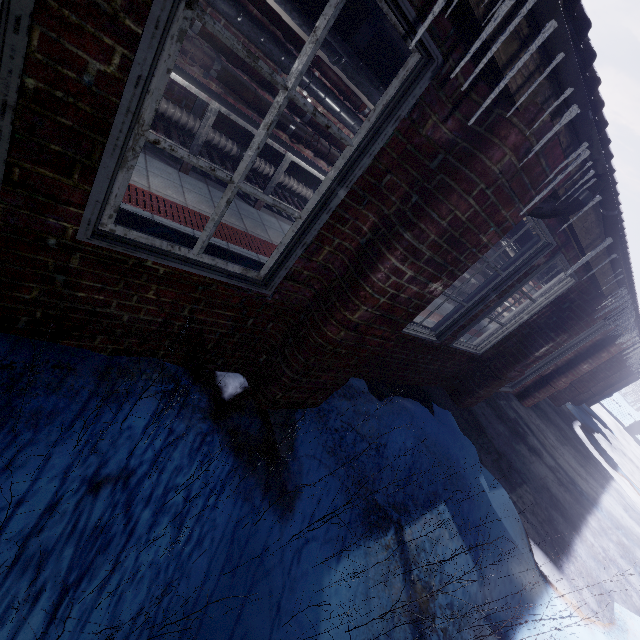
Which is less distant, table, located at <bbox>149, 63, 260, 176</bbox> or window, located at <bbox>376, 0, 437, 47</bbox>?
window, located at <bbox>376, 0, 437, 47</bbox>

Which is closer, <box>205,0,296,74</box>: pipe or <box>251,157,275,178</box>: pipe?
<box>205,0,296,74</box>: pipe

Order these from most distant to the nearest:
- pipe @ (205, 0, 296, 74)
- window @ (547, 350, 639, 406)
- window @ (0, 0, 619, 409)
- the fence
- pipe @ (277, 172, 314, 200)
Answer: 1. the fence
2. window @ (547, 350, 639, 406)
3. pipe @ (277, 172, 314, 200)
4. pipe @ (205, 0, 296, 74)
5. window @ (0, 0, 619, 409)

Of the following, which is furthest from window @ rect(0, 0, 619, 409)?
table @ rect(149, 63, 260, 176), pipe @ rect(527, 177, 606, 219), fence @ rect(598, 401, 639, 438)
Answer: fence @ rect(598, 401, 639, 438)

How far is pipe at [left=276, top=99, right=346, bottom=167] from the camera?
4.1 meters

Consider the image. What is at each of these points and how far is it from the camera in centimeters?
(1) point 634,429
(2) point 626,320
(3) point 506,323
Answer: (1) fence, 1505cm
(2) icicle, 394cm
(3) window, 376cm

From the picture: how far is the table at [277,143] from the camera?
4.04m

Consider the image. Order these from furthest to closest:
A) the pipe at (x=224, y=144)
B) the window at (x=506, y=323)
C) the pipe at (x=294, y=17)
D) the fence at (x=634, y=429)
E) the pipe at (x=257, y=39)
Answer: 1. the fence at (x=634, y=429)
2. the pipe at (x=224, y=144)
3. the pipe at (x=257, y=39)
4. the pipe at (x=294, y=17)
5. the window at (x=506, y=323)
